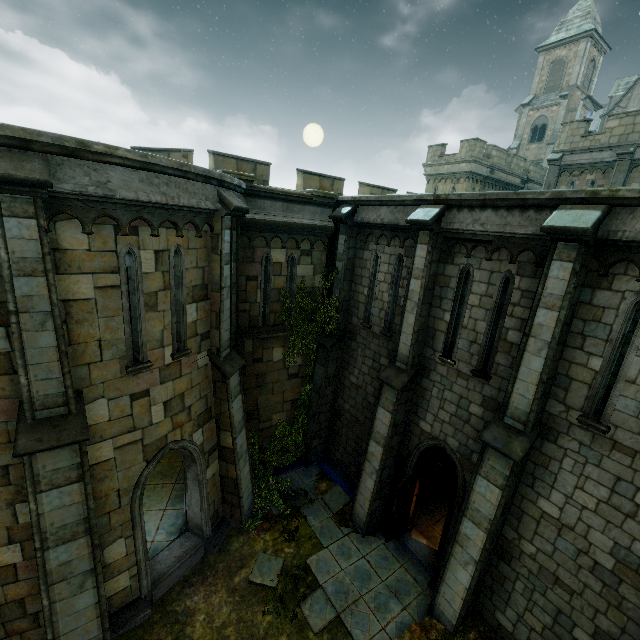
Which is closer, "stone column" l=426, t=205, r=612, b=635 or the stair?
"stone column" l=426, t=205, r=612, b=635

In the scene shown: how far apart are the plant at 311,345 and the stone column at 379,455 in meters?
2.5 m

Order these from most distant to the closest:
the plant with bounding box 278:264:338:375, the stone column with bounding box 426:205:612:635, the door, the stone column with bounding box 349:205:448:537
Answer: the plant with bounding box 278:264:338:375, the door, the stone column with bounding box 349:205:448:537, the stone column with bounding box 426:205:612:635

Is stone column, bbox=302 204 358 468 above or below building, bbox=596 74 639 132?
below

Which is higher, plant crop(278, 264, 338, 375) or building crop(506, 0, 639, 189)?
building crop(506, 0, 639, 189)

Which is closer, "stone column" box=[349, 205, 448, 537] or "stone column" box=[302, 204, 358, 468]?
"stone column" box=[349, 205, 448, 537]

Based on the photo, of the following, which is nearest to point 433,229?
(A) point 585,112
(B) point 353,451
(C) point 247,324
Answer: (C) point 247,324

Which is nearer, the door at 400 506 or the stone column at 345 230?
the door at 400 506
